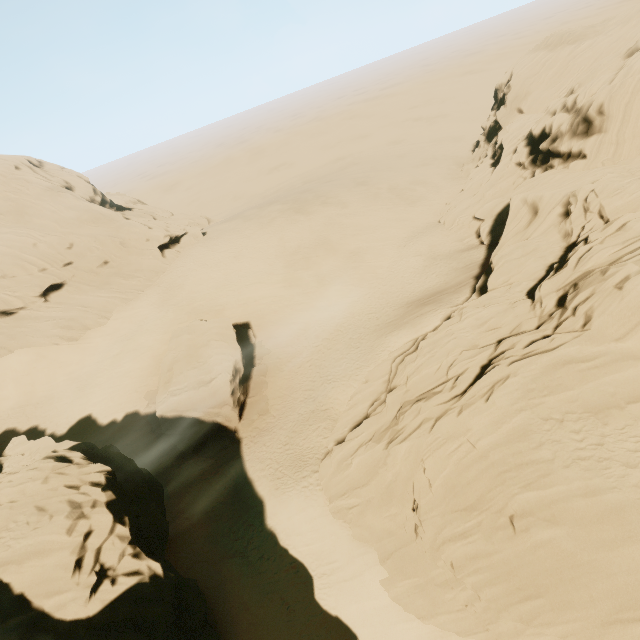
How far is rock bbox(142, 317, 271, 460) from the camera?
27.2m

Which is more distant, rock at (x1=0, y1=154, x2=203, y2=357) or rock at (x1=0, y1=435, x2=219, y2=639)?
rock at (x1=0, y1=154, x2=203, y2=357)

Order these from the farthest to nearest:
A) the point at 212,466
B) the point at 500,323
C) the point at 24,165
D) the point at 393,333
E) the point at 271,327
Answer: the point at 24,165, the point at 271,327, the point at 393,333, the point at 212,466, the point at 500,323

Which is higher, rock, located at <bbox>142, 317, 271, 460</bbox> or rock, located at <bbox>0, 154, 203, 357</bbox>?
rock, located at <bbox>0, 154, 203, 357</bbox>

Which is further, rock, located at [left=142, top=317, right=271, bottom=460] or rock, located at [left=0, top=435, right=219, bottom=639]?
rock, located at [left=142, top=317, right=271, bottom=460]

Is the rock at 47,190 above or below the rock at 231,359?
above

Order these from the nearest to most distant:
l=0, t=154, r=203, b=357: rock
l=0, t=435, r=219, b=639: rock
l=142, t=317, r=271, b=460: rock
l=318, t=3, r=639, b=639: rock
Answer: l=318, t=3, r=639, b=639: rock
l=0, t=435, r=219, b=639: rock
l=142, t=317, r=271, b=460: rock
l=0, t=154, r=203, b=357: rock

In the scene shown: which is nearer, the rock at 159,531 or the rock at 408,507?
the rock at 408,507
